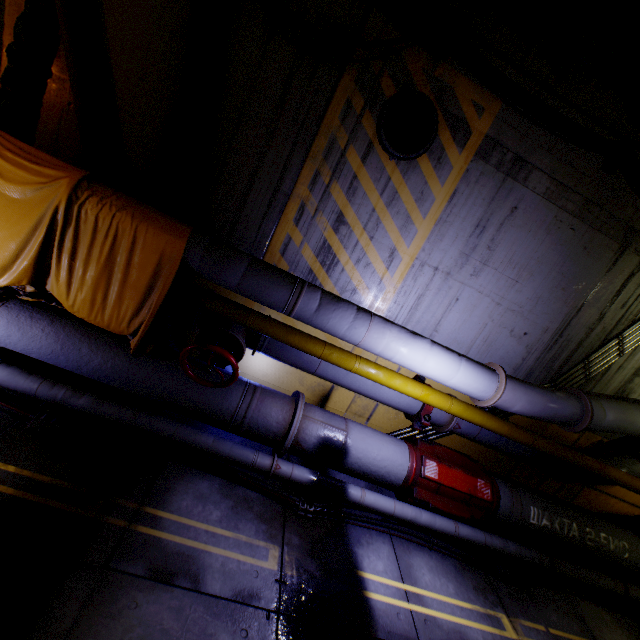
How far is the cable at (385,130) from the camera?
4.21m

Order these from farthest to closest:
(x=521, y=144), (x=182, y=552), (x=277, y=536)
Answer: (x=521, y=144)
(x=277, y=536)
(x=182, y=552)

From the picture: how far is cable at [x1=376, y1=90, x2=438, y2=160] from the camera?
4.2 meters

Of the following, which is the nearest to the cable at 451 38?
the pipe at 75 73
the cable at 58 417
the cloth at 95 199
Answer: the pipe at 75 73

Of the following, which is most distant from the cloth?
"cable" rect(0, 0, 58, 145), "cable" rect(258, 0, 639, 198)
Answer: "cable" rect(258, 0, 639, 198)

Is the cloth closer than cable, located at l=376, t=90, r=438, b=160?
Yes

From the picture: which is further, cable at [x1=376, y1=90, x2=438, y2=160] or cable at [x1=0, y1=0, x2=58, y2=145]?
cable at [x1=376, y1=90, x2=438, y2=160]
